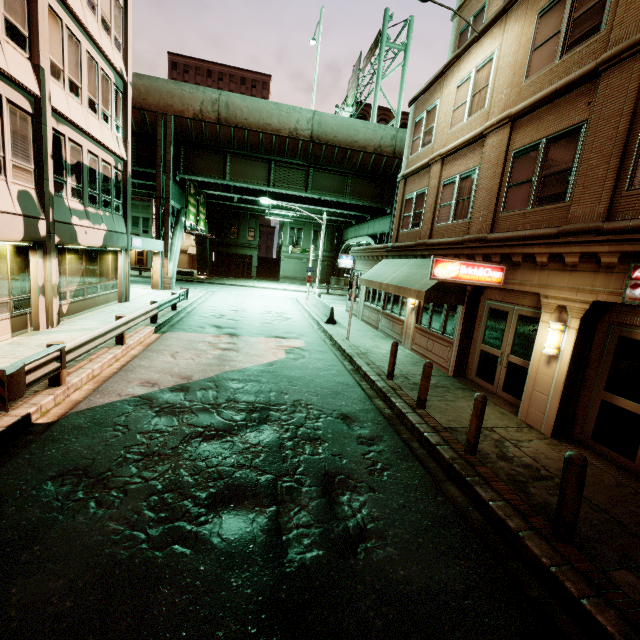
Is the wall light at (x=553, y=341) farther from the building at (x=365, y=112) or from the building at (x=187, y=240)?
the building at (x=365, y=112)

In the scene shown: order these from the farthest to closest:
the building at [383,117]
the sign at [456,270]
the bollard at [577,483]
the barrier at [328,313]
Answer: the building at [383,117] < the barrier at [328,313] < the sign at [456,270] < the bollard at [577,483]

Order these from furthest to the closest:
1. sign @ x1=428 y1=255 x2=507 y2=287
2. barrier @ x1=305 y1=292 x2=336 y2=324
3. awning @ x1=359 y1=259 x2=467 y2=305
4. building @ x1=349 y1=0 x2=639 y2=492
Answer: barrier @ x1=305 y1=292 x2=336 y2=324, awning @ x1=359 y1=259 x2=467 y2=305, sign @ x1=428 y1=255 x2=507 y2=287, building @ x1=349 y1=0 x2=639 y2=492

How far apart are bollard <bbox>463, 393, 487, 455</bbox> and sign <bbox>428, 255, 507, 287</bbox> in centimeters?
351cm

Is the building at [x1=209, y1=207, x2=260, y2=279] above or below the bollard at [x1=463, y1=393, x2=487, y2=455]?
above

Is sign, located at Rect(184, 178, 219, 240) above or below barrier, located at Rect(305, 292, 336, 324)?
above

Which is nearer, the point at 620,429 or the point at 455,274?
the point at 620,429

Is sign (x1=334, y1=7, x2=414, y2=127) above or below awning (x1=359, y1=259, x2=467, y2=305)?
above
